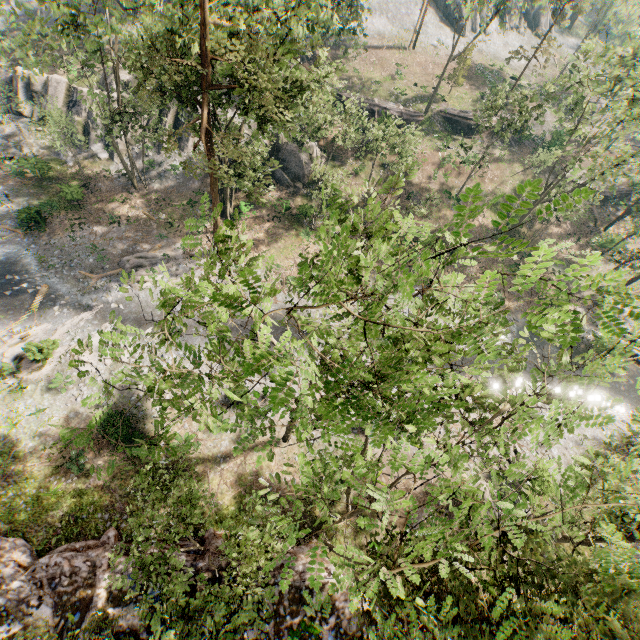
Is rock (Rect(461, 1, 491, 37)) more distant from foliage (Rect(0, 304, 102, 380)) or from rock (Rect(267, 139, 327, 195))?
rock (Rect(267, 139, 327, 195))

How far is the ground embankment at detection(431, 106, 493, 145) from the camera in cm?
4122

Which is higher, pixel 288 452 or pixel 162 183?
pixel 162 183

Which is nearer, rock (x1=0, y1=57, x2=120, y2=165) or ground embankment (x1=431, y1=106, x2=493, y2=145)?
rock (x1=0, y1=57, x2=120, y2=165)

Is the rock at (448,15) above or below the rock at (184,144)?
above

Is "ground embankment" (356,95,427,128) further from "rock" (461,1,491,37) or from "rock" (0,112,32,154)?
"rock" (461,1,491,37)

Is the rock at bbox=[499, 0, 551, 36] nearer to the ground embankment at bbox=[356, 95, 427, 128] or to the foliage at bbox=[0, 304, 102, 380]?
the foliage at bbox=[0, 304, 102, 380]
